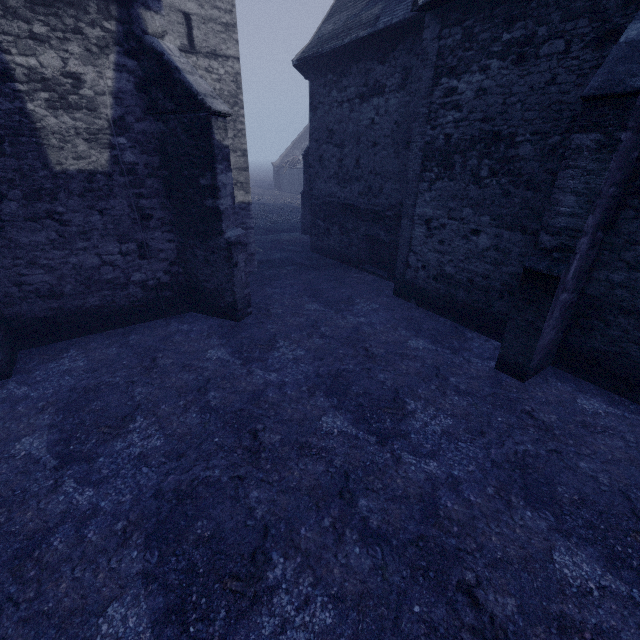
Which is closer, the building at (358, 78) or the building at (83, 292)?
the building at (358, 78)

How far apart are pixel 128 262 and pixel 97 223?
1.04m

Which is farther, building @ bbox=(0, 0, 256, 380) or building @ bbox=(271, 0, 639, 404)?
building @ bbox=(0, 0, 256, 380)
